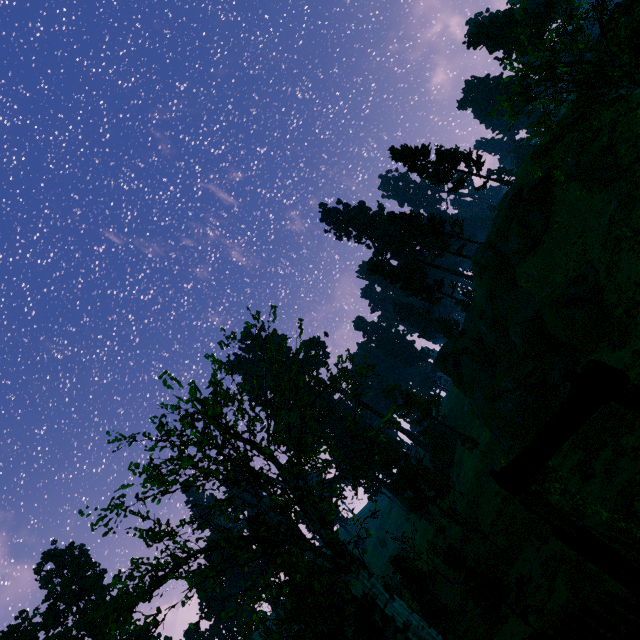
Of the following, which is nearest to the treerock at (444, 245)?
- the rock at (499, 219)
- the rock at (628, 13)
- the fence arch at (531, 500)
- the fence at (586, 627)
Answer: the fence at (586, 627)

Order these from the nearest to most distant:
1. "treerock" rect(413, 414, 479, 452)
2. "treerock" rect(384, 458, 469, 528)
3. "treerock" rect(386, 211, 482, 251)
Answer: "treerock" rect(384, 458, 469, 528) < "treerock" rect(413, 414, 479, 452) < "treerock" rect(386, 211, 482, 251)

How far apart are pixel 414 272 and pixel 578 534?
45.10m

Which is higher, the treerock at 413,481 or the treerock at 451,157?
the treerock at 451,157

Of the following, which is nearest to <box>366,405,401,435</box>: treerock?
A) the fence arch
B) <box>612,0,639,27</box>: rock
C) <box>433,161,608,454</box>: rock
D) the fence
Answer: the fence

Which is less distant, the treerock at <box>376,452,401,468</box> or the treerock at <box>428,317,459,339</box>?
the treerock at <box>376,452,401,468</box>
